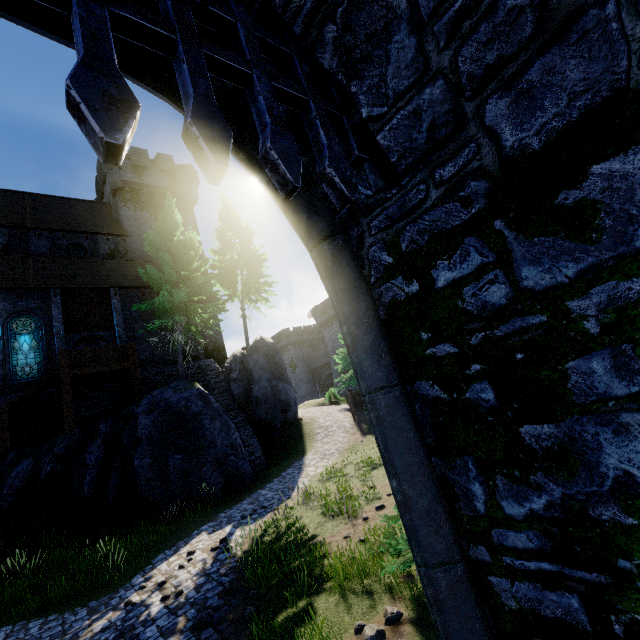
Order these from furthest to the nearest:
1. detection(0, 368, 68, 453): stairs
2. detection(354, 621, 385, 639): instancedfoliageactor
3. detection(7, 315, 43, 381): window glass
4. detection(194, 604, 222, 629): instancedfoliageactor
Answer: detection(7, 315, 43, 381): window glass → detection(0, 368, 68, 453): stairs → detection(194, 604, 222, 629): instancedfoliageactor → detection(354, 621, 385, 639): instancedfoliageactor

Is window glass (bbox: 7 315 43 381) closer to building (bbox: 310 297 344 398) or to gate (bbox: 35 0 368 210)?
gate (bbox: 35 0 368 210)

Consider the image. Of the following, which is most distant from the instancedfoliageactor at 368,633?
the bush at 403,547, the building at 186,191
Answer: the building at 186,191

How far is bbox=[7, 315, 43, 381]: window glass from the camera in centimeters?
1717cm

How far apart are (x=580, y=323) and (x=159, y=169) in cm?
3486

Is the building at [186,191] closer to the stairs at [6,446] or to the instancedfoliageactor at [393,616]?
the stairs at [6,446]

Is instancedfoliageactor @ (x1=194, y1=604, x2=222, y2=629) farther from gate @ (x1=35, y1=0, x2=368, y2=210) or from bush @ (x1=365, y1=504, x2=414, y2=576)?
gate @ (x1=35, y1=0, x2=368, y2=210)

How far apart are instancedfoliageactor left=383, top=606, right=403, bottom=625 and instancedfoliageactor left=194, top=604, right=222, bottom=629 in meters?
3.3 m
